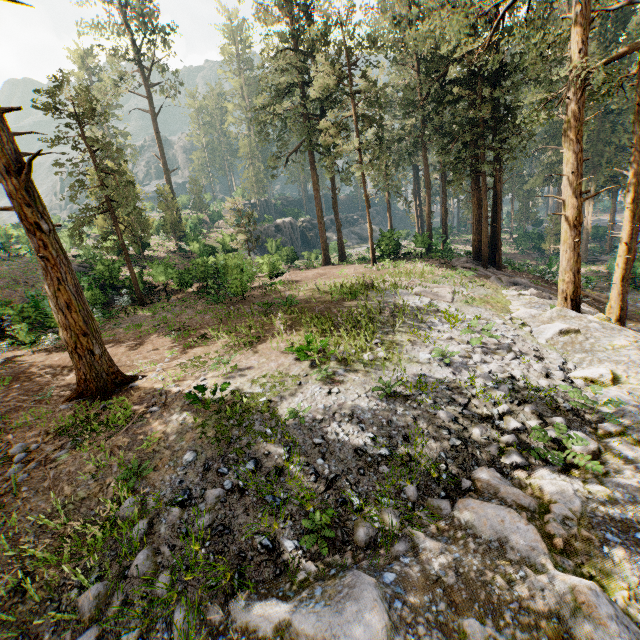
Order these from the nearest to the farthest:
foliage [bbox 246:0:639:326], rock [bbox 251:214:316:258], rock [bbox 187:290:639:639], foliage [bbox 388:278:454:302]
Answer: rock [bbox 187:290:639:639]
foliage [bbox 246:0:639:326]
foliage [bbox 388:278:454:302]
rock [bbox 251:214:316:258]

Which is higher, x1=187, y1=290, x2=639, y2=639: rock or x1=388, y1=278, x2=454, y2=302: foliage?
x1=388, y1=278, x2=454, y2=302: foliage

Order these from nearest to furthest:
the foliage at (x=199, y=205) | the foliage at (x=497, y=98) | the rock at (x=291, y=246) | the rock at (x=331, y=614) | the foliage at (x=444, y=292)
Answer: the rock at (x=331, y=614), the foliage at (x=497, y=98), the foliage at (x=444, y=292), the rock at (x=291, y=246), the foliage at (x=199, y=205)

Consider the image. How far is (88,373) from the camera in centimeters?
952cm

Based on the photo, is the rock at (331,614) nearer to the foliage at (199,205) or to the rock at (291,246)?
the foliage at (199,205)

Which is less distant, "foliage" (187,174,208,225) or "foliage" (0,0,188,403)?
"foliage" (0,0,188,403)

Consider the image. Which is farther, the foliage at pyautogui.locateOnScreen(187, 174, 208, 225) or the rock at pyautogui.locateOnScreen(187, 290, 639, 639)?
the foliage at pyautogui.locateOnScreen(187, 174, 208, 225)

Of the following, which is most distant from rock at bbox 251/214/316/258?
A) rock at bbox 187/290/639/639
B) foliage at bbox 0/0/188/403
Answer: rock at bbox 187/290/639/639
